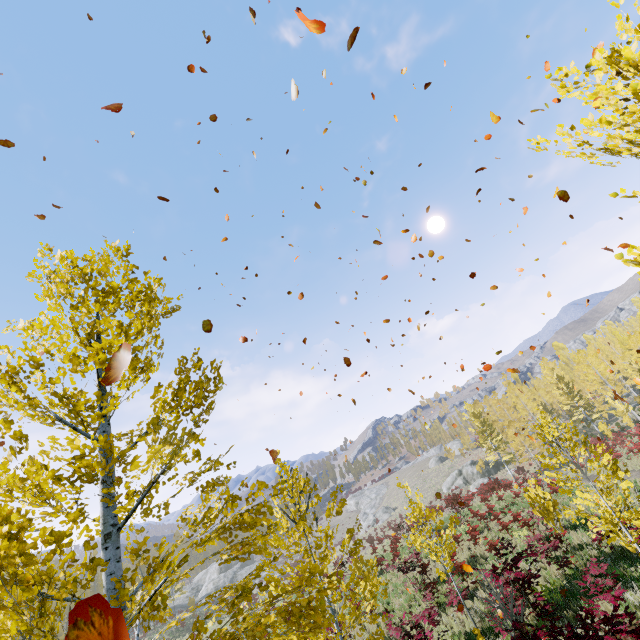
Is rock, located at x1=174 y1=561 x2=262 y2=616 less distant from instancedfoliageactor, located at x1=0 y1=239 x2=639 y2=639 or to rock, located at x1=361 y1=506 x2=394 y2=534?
instancedfoliageactor, located at x1=0 y1=239 x2=639 y2=639

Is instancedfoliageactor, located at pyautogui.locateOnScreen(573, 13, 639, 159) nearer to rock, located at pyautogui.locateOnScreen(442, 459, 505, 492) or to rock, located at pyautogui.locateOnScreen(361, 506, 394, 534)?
rock, located at pyautogui.locateOnScreen(442, 459, 505, 492)

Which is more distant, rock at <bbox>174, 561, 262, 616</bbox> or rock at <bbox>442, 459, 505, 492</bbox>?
rock at <bbox>174, 561, 262, 616</bbox>

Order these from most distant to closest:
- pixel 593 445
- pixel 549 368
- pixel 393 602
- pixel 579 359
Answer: pixel 549 368 → pixel 579 359 → pixel 393 602 → pixel 593 445

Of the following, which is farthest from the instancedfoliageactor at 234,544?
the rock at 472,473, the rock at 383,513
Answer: the rock at 383,513

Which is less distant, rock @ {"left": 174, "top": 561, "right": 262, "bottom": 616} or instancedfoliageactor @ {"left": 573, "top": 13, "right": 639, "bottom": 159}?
instancedfoliageactor @ {"left": 573, "top": 13, "right": 639, "bottom": 159}

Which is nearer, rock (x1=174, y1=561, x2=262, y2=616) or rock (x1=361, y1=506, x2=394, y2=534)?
rock (x1=174, y1=561, x2=262, y2=616)

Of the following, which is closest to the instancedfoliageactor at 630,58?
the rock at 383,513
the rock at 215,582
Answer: the rock at 215,582
